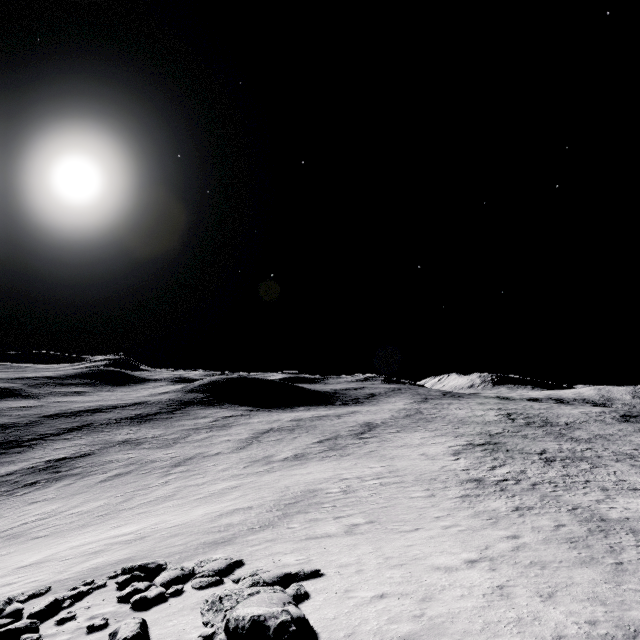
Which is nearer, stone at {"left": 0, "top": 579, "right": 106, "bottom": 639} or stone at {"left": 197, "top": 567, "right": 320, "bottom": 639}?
stone at {"left": 197, "top": 567, "right": 320, "bottom": 639}

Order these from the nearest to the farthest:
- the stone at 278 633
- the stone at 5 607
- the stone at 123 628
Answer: the stone at 278 633 < the stone at 123 628 < the stone at 5 607

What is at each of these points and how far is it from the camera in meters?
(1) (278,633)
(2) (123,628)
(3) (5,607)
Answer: (1) stone, 6.7 m
(2) stone, 7.8 m
(3) stone, 10.6 m

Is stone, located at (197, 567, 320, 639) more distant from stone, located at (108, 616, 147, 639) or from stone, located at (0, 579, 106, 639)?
stone, located at (0, 579, 106, 639)

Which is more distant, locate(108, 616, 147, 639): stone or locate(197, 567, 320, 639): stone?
locate(108, 616, 147, 639): stone

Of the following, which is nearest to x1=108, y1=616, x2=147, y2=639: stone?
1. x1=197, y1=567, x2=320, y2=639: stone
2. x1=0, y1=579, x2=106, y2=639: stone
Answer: x1=197, y1=567, x2=320, y2=639: stone

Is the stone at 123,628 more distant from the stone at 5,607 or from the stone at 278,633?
the stone at 5,607
